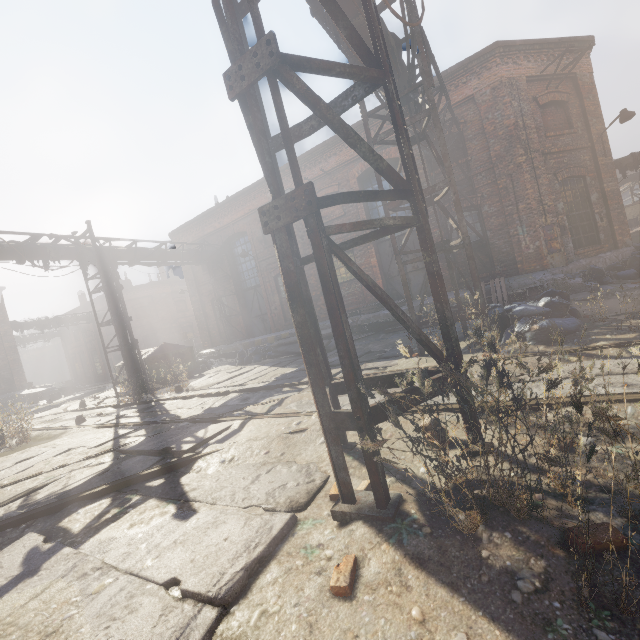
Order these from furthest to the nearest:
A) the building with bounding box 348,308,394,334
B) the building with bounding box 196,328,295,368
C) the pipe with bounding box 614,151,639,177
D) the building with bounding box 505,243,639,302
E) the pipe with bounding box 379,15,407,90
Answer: the pipe with bounding box 614,151,639,177, the building with bounding box 196,328,295,368, the building with bounding box 348,308,394,334, the building with bounding box 505,243,639,302, the pipe with bounding box 379,15,407,90

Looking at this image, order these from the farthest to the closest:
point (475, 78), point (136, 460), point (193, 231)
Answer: point (193, 231)
point (475, 78)
point (136, 460)

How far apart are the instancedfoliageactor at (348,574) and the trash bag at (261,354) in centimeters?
1261cm

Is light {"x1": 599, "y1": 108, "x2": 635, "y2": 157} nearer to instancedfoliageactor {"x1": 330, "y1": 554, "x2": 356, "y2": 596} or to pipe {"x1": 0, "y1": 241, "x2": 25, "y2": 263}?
pipe {"x1": 0, "y1": 241, "x2": 25, "y2": 263}

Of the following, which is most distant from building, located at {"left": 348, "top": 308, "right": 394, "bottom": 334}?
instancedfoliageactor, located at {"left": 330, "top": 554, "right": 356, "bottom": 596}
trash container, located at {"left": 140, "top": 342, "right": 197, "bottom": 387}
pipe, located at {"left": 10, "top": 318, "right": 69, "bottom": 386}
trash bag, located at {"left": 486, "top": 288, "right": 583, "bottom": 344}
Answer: pipe, located at {"left": 10, "top": 318, "right": 69, "bottom": 386}

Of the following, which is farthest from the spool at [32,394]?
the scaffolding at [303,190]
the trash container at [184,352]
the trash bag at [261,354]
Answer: the scaffolding at [303,190]

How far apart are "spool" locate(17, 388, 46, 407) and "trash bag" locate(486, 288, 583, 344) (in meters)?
26.92

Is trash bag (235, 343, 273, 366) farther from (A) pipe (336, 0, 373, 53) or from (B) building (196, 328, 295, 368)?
(A) pipe (336, 0, 373, 53)
